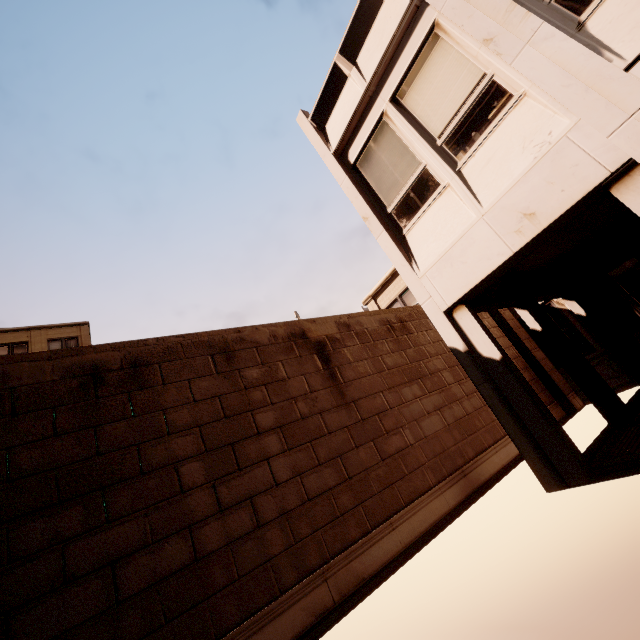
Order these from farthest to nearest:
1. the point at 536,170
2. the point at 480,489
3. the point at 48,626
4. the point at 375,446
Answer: the point at 480,489, the point at 375,446, the point at 536,170, the point at 48,626

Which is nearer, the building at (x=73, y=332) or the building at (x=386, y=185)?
the building at (x=386, y=185)

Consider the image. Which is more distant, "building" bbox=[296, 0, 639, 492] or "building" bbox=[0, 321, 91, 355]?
"building" bbox=[0, 321, 91, 355]

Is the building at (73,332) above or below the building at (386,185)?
above

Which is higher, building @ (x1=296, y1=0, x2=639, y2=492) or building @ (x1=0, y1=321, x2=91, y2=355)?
building @ (x1=0, y1=321, x2=91, y2=355)
